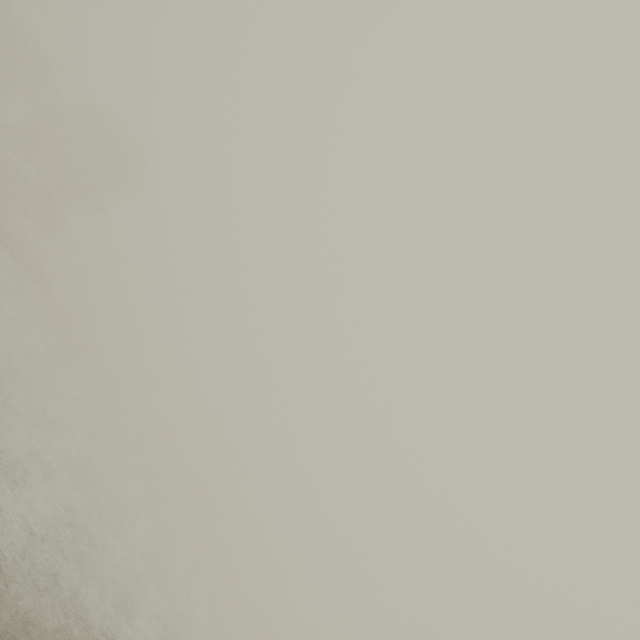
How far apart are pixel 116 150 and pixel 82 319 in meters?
32.6 m
